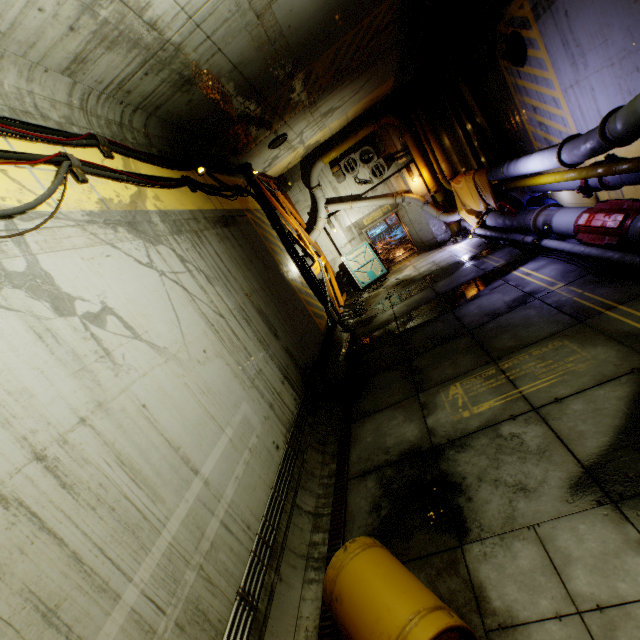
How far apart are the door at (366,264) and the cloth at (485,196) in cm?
424

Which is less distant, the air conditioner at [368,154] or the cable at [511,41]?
the cable at [511,41]

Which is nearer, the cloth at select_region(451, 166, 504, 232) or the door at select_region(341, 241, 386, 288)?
the cloth at select_region(451, 166, 504, 232)

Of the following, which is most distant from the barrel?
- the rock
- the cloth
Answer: the cloth

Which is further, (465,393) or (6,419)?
(465,393)

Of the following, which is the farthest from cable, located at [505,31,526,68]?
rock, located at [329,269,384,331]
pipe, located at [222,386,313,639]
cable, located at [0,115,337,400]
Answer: pipe, located at [222,386,313,639]

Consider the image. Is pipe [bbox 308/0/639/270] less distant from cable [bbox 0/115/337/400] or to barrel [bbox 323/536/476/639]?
cable [bbox 0/115/337/400]

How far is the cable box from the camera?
15.05m
